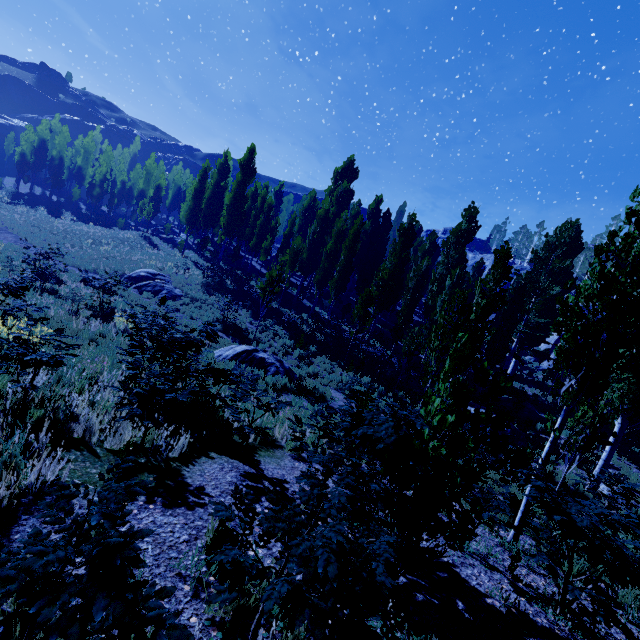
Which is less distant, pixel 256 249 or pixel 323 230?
pixel 323 230

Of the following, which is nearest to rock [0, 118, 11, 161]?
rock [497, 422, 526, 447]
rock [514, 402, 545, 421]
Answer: rock [497, 422, 526, 447]

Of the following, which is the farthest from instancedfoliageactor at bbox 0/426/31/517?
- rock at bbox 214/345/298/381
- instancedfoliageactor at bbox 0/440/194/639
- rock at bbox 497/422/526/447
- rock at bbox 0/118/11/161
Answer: rock at bbox 0/118/11/161

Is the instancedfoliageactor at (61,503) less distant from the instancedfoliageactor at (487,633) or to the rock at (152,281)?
the instancedfoliageactor at (487,633)

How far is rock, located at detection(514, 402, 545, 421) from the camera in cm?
1962

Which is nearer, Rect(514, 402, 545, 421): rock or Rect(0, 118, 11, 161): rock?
Rect(514, 402, 545, 421): rock

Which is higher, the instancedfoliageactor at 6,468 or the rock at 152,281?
the instancedfoliageactor at 6,468

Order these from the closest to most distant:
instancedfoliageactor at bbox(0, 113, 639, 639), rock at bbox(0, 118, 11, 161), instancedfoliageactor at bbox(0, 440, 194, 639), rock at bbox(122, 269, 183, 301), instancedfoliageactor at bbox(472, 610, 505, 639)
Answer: instancedfoliageactor at bbox(0, 440, 194, 639), instancedfoliageactor at bbox(0, 113, 639, 639), instancedfoliageactor at bbox(472, 610, 505, 639), rock at bbox(122, 269, 183, 301), rock at bbox(0, 118, 11, 161)
